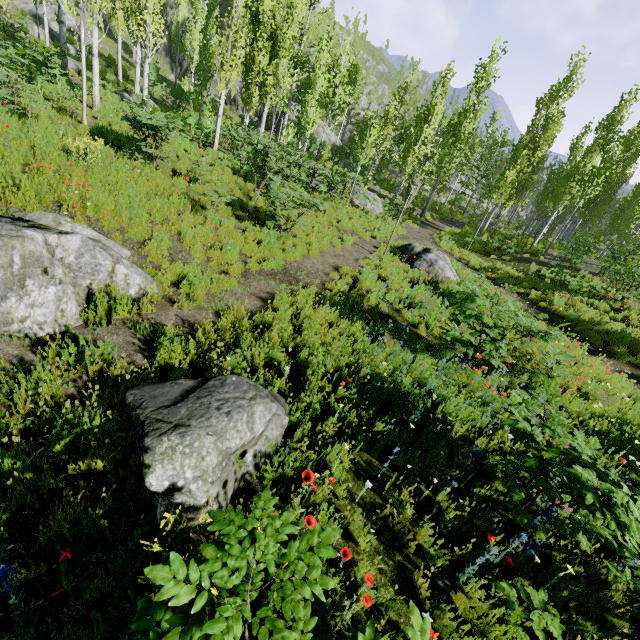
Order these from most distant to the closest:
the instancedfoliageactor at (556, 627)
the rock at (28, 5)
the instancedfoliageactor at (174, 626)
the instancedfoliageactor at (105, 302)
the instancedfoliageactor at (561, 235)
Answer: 1. the rock at (28, 5)
2. the instancedfoliageactor at (561, 235)
3. the instancedfoliageactor at (105, 302)
4. the instancedfoliageactor at (556, 627)
5. the instancedfoliageactor at (174, 626)

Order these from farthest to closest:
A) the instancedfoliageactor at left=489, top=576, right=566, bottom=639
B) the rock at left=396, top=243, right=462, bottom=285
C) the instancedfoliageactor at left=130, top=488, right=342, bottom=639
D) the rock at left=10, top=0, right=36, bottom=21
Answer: the rock at left=10, top=0, right=36, bottom=21, the rock at left=396, top=243, right=462, bottom=285, the instancedfoliageactor at left=489, top=576, right=566, bottom=639, the instancedfoliageactor at left=130, top=488, right=342, bottom=639

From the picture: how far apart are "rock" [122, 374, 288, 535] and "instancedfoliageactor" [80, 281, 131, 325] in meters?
1.9

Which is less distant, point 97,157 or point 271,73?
point 97,157

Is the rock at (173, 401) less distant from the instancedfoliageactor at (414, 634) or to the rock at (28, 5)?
the instancedfoliageactor at (414, 634)

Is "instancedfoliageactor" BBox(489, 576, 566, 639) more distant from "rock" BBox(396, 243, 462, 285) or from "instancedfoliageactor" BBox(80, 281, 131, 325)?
"instancedfoliageactor" BBox(80, 281, 131, 325)

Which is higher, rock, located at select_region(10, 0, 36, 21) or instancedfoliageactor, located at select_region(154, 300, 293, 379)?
rock, located at select_region(10, 0, 36, 21)
